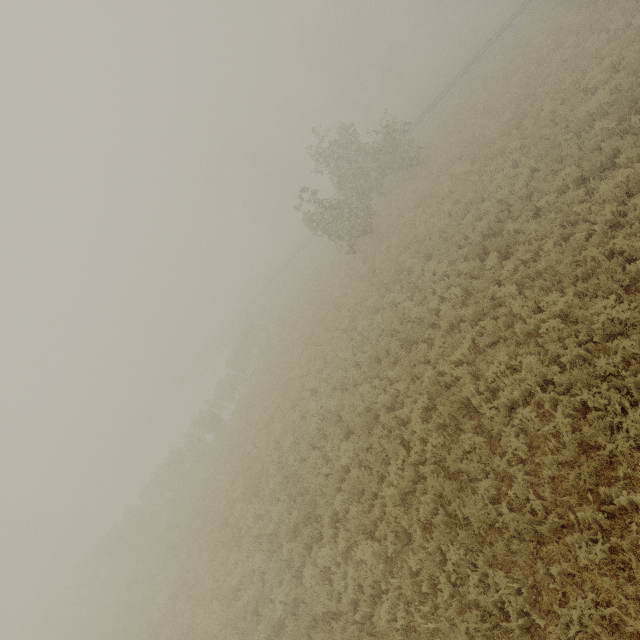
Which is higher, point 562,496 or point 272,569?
point 272,569
